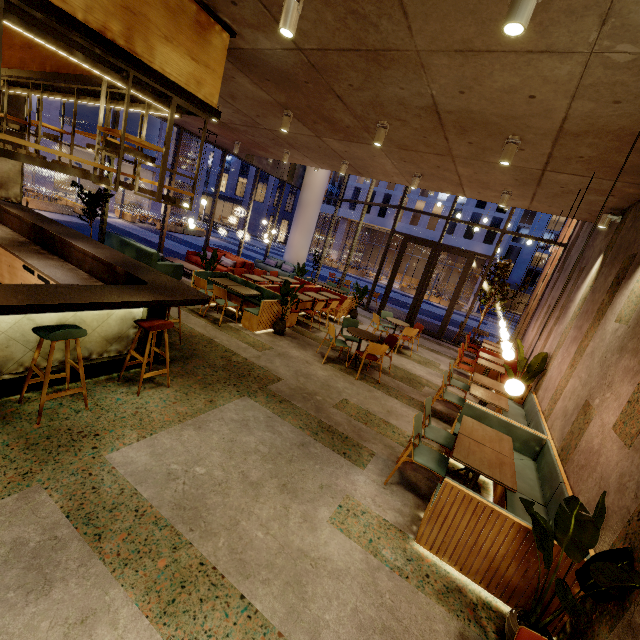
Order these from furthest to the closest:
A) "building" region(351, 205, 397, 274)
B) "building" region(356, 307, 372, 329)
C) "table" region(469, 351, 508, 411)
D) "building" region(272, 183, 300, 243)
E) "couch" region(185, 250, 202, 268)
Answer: "building" region(272, 183, 300, 243)
"building" region(351, 205, 397, 274)
"couch" region(185, 250, 202, 268)
"building" region(356, 307, 372, 329)
"table" region(469, 351, 508, 411)

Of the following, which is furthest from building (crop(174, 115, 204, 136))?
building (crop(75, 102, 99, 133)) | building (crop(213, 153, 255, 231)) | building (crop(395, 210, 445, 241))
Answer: building (crop(213, 153, 255, 231))

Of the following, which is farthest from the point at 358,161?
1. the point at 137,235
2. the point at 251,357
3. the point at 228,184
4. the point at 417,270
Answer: the point at 228,184

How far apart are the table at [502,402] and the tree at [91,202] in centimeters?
1040cm

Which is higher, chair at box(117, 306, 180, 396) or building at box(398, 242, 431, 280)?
building at box(398, 242, 431, 280)

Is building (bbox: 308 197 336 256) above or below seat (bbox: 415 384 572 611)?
above

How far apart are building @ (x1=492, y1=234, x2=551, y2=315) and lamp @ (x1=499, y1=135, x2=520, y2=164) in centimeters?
5726cm

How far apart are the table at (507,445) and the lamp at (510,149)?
3.6m
